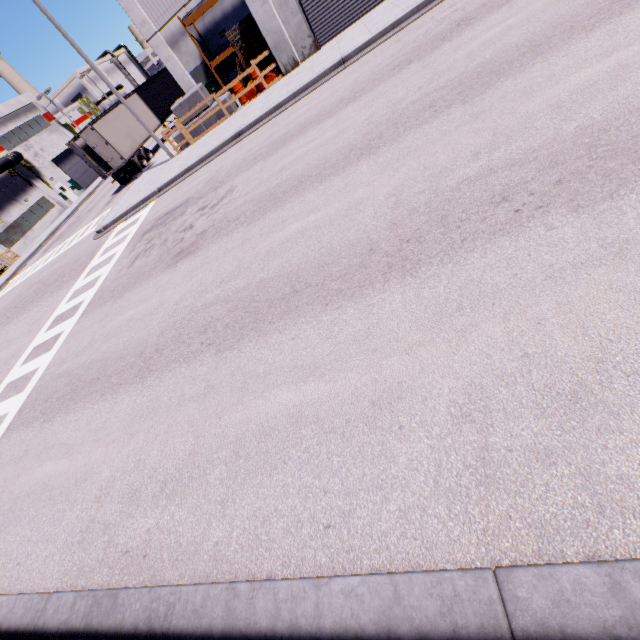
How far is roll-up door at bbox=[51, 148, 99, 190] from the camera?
42.0m

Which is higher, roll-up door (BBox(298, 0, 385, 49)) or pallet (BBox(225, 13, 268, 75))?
pallet (BBox(225, 13, 268, 75))

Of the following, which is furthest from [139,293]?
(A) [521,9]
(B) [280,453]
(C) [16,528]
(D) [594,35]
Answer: (A) [521,9]

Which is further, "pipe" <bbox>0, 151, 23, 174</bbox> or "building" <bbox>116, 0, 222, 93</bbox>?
"pipe" <bbox>0, 151, 23, 174</bbox>

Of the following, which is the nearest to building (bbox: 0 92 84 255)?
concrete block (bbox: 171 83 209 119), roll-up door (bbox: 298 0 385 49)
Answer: roll-up door (bbox: 298 0 385 49)

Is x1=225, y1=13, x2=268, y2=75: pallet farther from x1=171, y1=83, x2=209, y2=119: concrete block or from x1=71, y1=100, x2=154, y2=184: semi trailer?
x1=71, y1=100, x2=154, y2=184: semi trailer

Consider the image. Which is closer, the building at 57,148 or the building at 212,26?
the building at 212,26

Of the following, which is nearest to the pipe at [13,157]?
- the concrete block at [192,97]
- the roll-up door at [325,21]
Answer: the concrete block at [192,97]
